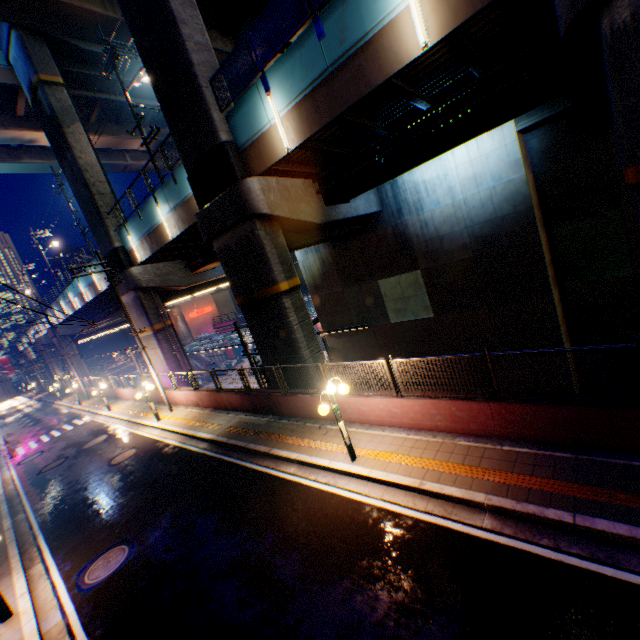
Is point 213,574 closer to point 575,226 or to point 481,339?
point 481,339

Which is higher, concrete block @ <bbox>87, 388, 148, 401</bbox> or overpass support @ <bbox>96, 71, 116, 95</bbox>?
overpass support @ <bbox>96, 71, 116, 95</bbox>

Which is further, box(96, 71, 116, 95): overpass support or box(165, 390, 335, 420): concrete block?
box(96, 71, 116, 95): overpass support

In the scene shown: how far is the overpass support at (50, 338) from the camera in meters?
44.4

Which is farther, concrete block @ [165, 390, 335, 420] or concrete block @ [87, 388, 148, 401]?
concrete block @ [87, 388, 148, 401]

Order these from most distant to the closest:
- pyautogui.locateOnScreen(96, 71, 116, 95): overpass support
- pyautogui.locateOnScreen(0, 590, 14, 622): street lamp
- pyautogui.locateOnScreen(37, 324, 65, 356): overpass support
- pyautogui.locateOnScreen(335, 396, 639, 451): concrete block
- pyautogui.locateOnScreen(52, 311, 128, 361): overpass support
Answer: pyautogui.locateOnScreen(37, 324, 65, 356): overpass support → pyautogui.locateOnScreen(52, 311, 128, 361): overpass support → pyautogui.locateOnScreen(96, 71, 116, 95): overpass support → pyautogui.locateOnScreen(0, 590, 14, 622): street lamp → pyautogui.locateOnScreen(335, 396, 639, 451): concrete block
